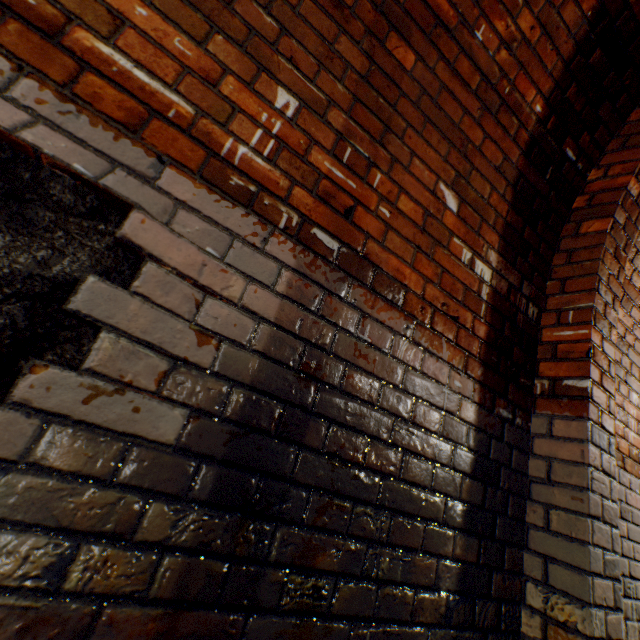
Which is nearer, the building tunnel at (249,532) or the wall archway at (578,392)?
the building tunnel at (249,532)

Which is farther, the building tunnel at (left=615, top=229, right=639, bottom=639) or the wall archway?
the building tunnel at (left=615, top=229, right=639, bottom=639)

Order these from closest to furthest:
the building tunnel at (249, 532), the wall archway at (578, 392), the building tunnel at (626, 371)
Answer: the building tunnel at (249, 532) < the wall archway at (578, 392) < the building tunnel at (626, 371)

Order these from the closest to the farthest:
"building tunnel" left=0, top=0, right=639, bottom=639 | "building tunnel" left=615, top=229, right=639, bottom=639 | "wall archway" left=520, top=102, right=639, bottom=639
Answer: "building tunnel" left=0, top=0, right=639, bottom=639 → "wall archway" left=520, top=102, right=639, bottom=639 → "building tunnel" left=615, top=229, right=639, bottom=639

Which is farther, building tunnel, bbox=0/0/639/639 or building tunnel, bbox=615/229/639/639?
building tunnel, bbox=615/229/639/639

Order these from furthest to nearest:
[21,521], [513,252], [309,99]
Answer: [513,252], [309,99], [21,521]
